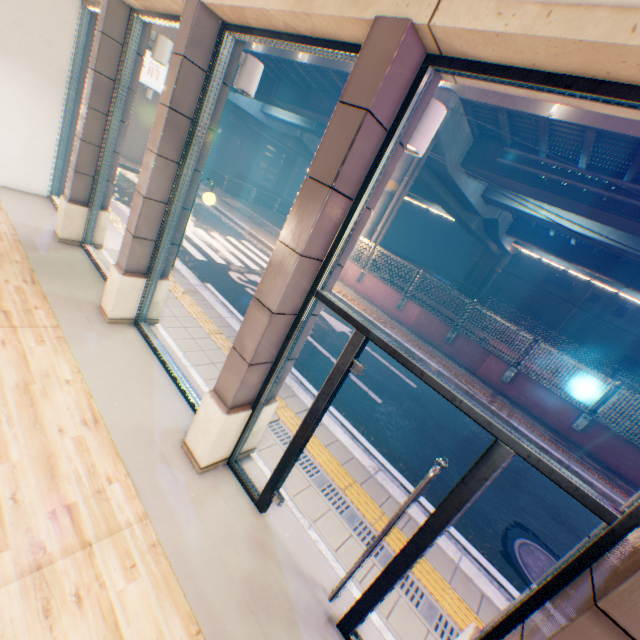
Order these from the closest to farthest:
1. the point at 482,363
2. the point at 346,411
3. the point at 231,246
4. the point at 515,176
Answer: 1. the point at 346,411
2. the point at 482,363
3. the point at 231,246
4. the point at 515,176

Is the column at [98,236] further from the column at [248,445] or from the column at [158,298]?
the column at [248,445]

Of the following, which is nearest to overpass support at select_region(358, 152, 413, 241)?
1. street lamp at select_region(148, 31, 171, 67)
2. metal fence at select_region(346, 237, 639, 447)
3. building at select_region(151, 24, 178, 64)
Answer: metal fence at select_region(346, 237, 639, 447)

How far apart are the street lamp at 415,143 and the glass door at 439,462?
2.6 meters

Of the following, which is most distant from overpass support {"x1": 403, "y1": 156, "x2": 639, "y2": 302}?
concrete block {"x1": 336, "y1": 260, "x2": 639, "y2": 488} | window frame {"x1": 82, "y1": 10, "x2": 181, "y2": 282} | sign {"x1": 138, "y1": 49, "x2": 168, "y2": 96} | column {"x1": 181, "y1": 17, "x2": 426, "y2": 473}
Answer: column {"x1": 181, "y1": 17, "x2": 426, "y2": 473}

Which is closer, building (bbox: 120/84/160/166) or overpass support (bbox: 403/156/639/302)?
building (bbox: 120/84/160/166)

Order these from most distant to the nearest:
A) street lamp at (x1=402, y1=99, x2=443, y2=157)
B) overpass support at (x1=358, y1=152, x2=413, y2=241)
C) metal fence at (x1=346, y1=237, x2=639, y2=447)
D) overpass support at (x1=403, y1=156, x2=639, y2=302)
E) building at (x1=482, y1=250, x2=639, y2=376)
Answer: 1. building at (x1=482, y1=250, x2=639, y2=376)
2. overpass support at (x1=403, y1=156, x2=639, y2=302)
3. overpass support at (x1=358, y1=152, x2=413, y2=241)
4. metal fence at (x1=346, y1=237, x2=639, y2=447)
5. street lamp at (x1=402, y1=99, x2=443, y2=157)

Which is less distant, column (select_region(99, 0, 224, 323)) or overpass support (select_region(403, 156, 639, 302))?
column (select_region(99, 0, 224, 323))
